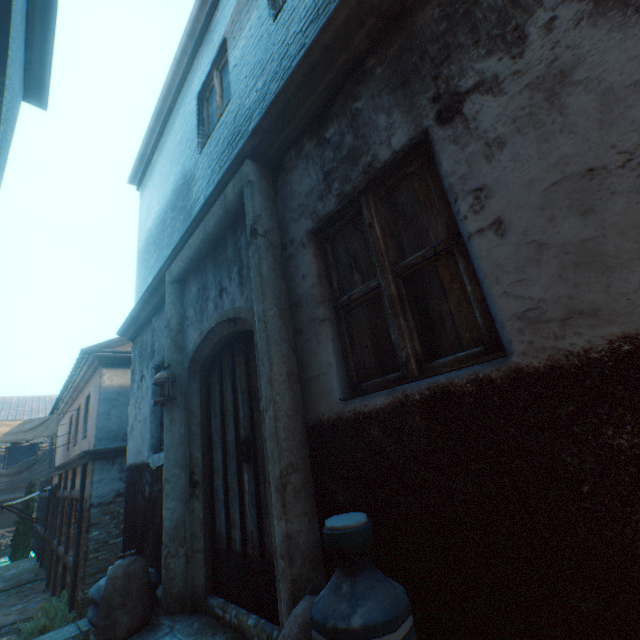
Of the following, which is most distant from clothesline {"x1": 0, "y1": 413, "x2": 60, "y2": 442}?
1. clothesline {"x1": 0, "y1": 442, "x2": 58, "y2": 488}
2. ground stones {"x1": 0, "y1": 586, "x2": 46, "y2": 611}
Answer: ground stones {"x1": 0, "y1": 586, "x2": 46, "y2": 611}

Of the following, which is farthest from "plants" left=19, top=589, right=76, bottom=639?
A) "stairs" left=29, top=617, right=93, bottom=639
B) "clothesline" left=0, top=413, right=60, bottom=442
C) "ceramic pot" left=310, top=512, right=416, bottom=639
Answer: "ceramic pot" left=310, top=512, right=416, bottom=639

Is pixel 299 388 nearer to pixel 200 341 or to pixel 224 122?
pixel 200 341

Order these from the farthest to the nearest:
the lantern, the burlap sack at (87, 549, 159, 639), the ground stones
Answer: the ground stones < the lantern < the burlap sack at (87, 549, 159, 639)

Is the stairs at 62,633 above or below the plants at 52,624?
above

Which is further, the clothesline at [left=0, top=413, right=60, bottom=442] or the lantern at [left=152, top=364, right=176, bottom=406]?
the clothesline at [left=0, top=413, right=60, bottom=442]

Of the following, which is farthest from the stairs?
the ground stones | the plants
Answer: the plants

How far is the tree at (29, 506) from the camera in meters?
18.8
